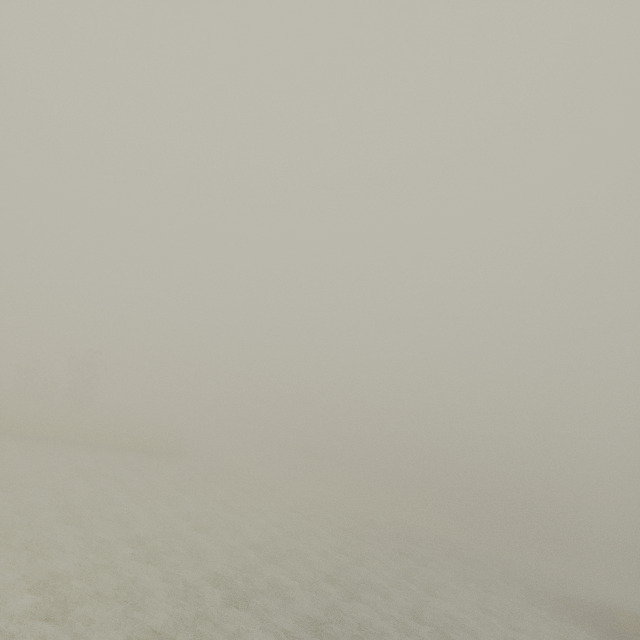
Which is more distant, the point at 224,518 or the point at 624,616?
the point at 624,616
